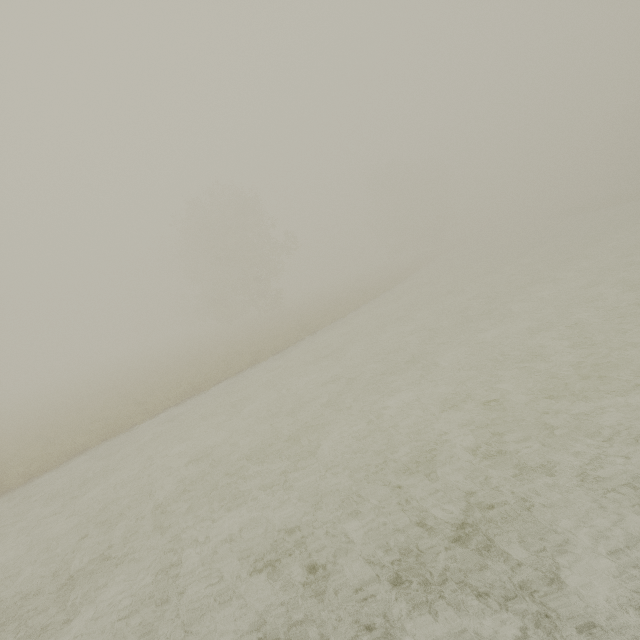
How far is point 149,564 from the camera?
6.24m
